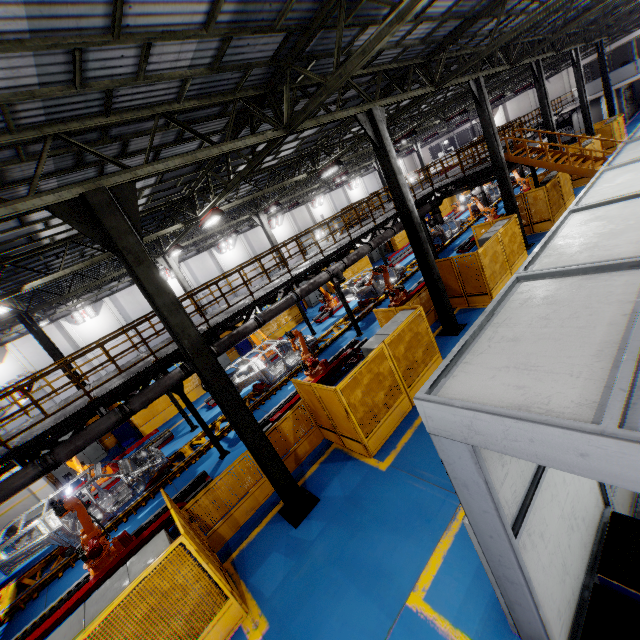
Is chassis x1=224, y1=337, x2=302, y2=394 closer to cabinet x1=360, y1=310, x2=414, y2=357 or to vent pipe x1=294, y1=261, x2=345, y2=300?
vent pipe x1=294, y1=261, x2=345, y2=300

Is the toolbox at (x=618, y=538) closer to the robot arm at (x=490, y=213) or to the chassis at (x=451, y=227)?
the chassis at (x=451, y=227)

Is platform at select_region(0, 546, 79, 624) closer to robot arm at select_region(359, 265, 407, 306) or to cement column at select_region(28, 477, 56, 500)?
robot arm at select_region(359, 265, 407, 306)

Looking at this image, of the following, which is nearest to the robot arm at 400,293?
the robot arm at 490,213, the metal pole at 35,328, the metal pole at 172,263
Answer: the robot arm at 490,213

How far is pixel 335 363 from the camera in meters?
12.7 m

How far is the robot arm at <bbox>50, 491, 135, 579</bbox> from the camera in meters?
8.3 m

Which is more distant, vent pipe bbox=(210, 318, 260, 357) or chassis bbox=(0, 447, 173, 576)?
vent pipe bbox=(210, 318, 260, 357)

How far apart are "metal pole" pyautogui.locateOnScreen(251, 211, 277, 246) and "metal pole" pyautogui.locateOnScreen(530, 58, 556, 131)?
17.9m
